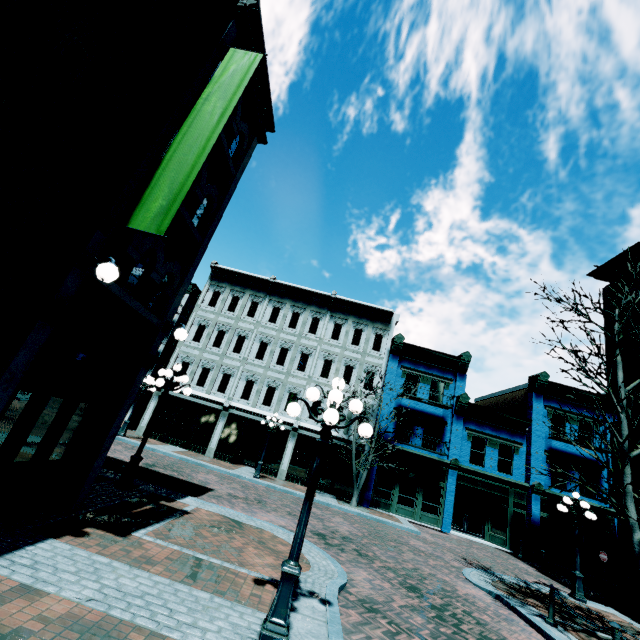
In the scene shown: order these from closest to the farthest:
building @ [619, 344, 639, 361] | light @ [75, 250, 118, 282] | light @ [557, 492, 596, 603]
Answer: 1. light @ [75, 250, 118, 282]
2. light @ [557, 492, 596, 603]
3. building @ [619, 344, 639, 361]

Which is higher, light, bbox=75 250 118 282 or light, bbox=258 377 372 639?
light, bbox=75 250 118 282

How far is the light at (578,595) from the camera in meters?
11.9

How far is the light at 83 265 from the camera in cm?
496

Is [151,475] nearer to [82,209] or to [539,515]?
[82,209]

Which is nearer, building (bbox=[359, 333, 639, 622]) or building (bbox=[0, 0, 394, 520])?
building (bbox=[0, 0, 394, 520])

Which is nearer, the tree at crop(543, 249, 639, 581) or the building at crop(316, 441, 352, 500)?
the tree at crop(543, 249, 639, 581)

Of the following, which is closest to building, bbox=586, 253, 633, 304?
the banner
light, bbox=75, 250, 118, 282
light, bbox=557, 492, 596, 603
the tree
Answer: light, bbox=557, 492, 596, 603
